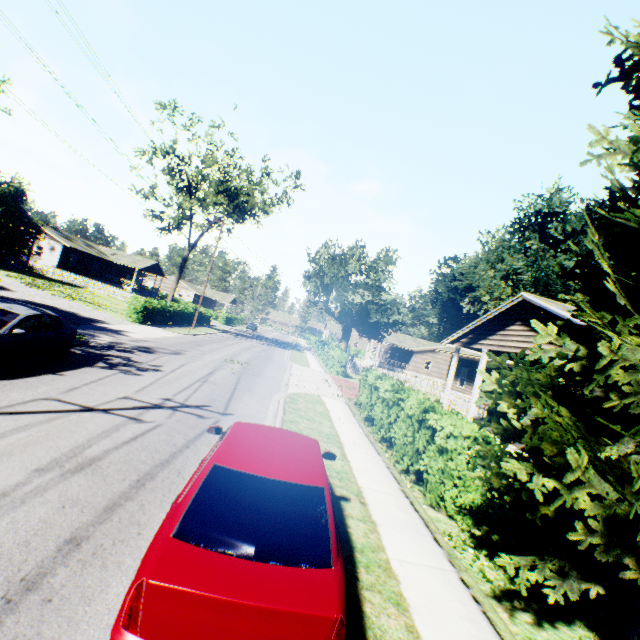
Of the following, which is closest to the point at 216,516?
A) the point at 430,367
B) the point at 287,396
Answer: the point at 287,396

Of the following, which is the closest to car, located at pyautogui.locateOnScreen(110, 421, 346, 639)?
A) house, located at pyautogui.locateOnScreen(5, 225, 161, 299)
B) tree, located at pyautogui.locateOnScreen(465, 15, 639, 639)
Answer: tree, located at pyautogui.locateOnScreen(465, 15, 639, 639)

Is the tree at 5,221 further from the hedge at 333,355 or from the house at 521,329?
the house at 521,329

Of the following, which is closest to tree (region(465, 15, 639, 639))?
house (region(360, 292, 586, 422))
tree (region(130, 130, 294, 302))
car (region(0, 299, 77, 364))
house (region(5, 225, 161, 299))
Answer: house (region(360, 292, 586, 422))

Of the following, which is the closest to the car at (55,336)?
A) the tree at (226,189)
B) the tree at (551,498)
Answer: the tree at (226,189)

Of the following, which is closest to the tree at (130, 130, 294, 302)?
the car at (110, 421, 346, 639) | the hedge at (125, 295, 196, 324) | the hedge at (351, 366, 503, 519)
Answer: the hedge at (125, 295, 196, 324)

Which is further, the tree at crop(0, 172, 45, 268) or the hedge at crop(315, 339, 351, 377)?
the hedge at crop(315, 339, 351, 377)

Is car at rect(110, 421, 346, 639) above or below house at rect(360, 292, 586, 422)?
below
